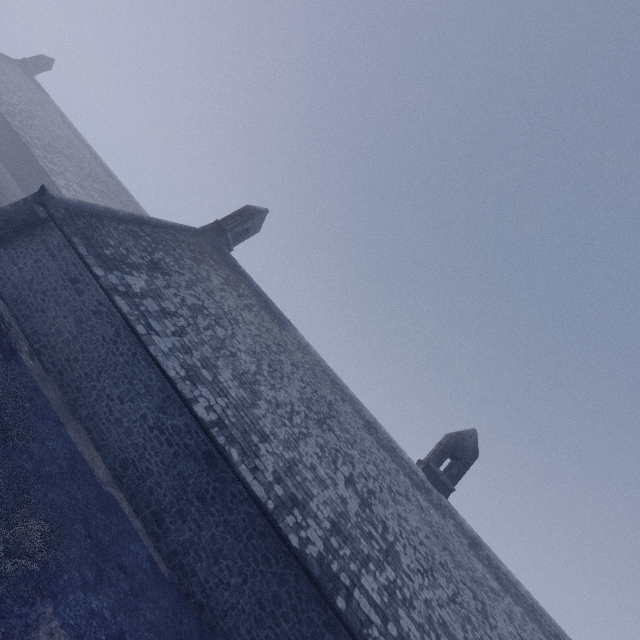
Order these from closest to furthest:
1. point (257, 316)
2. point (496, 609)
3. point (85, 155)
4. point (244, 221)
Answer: point (496, 609)
point (257, 316)
point (244, 221)
point (85, 155)
